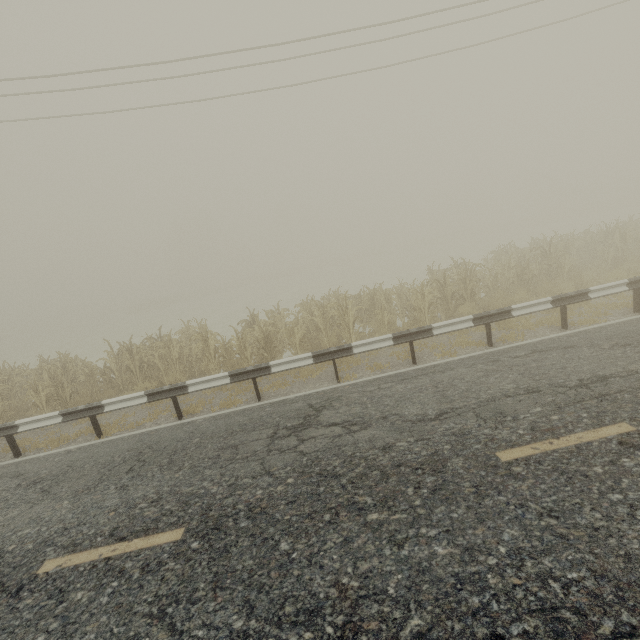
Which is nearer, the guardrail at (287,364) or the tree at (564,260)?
the guardrail at (287,364)

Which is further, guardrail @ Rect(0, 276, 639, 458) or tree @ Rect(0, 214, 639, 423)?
tree @ Rect(0, 214, 639, 423)

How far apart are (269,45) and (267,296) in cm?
3167
